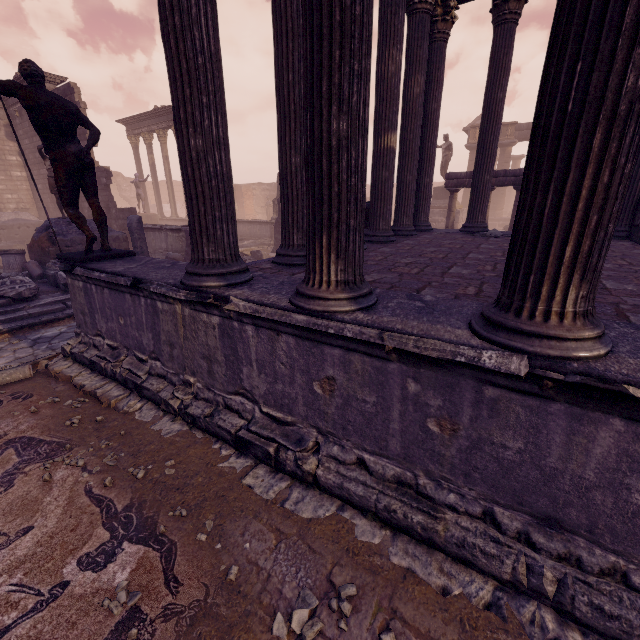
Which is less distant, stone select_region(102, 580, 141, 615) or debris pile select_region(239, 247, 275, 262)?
stone select_region(102, 580, 141, 615)

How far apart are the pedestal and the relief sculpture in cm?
818

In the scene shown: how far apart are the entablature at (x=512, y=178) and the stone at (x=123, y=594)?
13.89m

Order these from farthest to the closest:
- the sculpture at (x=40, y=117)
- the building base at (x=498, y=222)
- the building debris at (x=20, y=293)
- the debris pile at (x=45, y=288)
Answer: the building base at (x=498, y=222)
the debris pile at (x=45, y=288)
the building debris at (x=20, y=293)
the sculpture at (x=40, y=117)

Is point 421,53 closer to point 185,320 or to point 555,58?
point 555,58

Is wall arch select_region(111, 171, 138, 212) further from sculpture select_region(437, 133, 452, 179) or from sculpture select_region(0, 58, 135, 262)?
sculpture select_region(0, 58, 135, 262)

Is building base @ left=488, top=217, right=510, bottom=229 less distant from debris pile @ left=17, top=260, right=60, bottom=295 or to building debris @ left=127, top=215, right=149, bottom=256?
building debris @ left=127, top=215, right=149, bottom=256

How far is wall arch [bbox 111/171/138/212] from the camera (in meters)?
35.34
